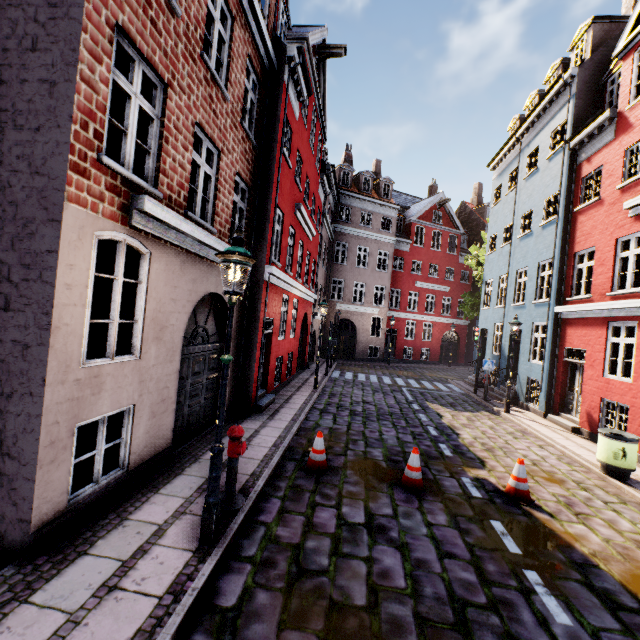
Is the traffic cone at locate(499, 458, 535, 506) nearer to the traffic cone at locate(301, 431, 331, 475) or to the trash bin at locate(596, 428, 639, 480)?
the trash bin at locate(596, 428, 639, 480)

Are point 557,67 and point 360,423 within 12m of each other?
no

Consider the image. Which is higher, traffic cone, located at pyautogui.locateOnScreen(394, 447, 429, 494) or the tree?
the tree

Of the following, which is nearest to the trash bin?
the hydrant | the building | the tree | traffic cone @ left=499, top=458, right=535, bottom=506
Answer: the building

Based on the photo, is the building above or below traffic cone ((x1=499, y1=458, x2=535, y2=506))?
above

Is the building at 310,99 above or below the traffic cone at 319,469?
above

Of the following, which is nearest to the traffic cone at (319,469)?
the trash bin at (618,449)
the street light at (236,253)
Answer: the street light at (236,253)

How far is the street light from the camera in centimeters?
395cm
